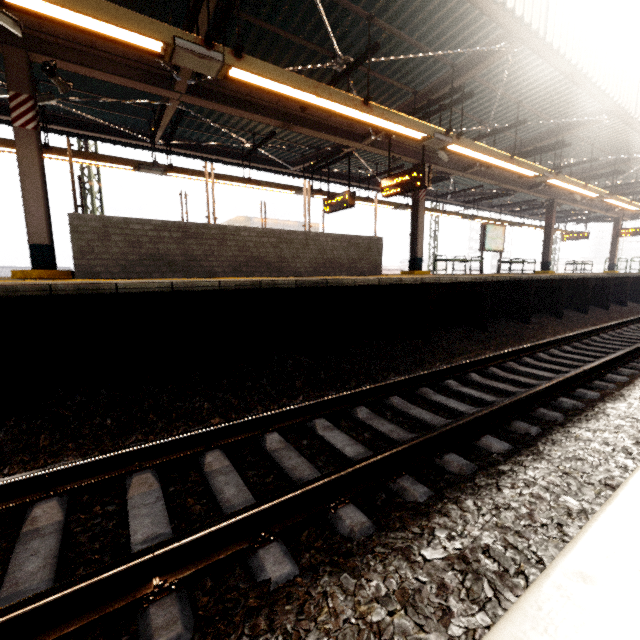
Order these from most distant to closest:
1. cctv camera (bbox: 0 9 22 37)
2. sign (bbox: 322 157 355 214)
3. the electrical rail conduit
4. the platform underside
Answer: sign (bbox: 322 157 355 214) → cctv camera (bbox: 0 9 22 37) → the platform underside → the electrical rail conduit

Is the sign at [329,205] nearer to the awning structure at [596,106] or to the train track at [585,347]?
the awning structure at [596,106]

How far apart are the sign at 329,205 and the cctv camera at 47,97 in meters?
7.2 m

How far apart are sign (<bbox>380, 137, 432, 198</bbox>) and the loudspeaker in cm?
687

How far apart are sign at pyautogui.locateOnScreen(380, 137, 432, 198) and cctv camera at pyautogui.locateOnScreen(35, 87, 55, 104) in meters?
7.5

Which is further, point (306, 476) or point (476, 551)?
point (306, 476)

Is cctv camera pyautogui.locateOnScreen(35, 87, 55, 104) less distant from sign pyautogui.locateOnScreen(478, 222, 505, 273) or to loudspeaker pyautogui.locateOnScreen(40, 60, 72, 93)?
loudspeaker pyautogui.locateOnScreen(40, 60, 72, 93)

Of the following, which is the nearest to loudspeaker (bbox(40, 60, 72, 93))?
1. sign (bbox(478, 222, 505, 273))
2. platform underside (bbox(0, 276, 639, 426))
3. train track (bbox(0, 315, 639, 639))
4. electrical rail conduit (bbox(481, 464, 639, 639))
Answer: platform underside (bbox(0, 276, 639, 426))
